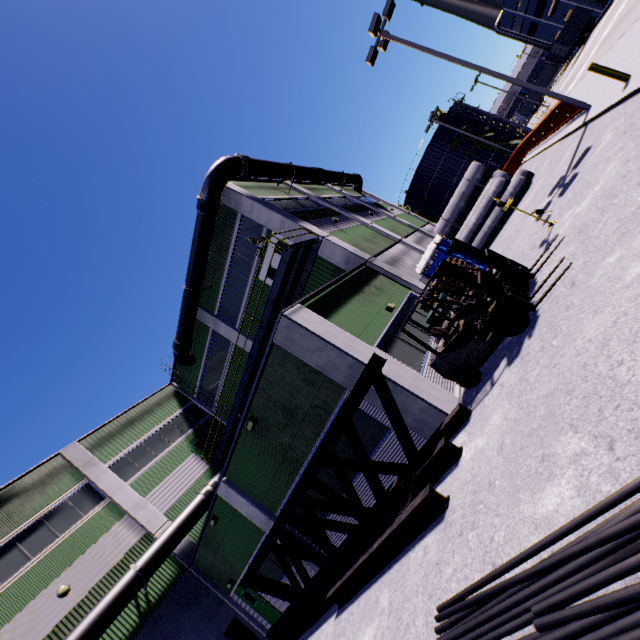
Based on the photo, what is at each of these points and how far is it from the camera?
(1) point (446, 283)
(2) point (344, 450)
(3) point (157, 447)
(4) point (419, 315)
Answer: (1) pallet, 11.59m
(2) building, 9.73m
(3) building, 21.06m
(4) building, 12.95m

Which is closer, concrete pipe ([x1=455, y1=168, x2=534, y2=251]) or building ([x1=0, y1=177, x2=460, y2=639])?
building ([x1=0, y1=177, x2=460, y2=639])

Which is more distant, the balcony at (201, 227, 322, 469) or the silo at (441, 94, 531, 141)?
the silo at (441, 94, 531, 141)

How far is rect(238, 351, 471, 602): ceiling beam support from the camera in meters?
7.6

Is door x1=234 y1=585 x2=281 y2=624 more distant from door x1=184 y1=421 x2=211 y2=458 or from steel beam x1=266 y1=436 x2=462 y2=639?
door x1=184 y1=421 x2=211 y2=458

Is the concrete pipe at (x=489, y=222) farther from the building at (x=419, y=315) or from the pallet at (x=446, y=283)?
the pallet at (x=446, y=283)

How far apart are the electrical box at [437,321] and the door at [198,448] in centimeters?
1770cm

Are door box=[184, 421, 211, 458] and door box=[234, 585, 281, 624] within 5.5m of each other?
no
